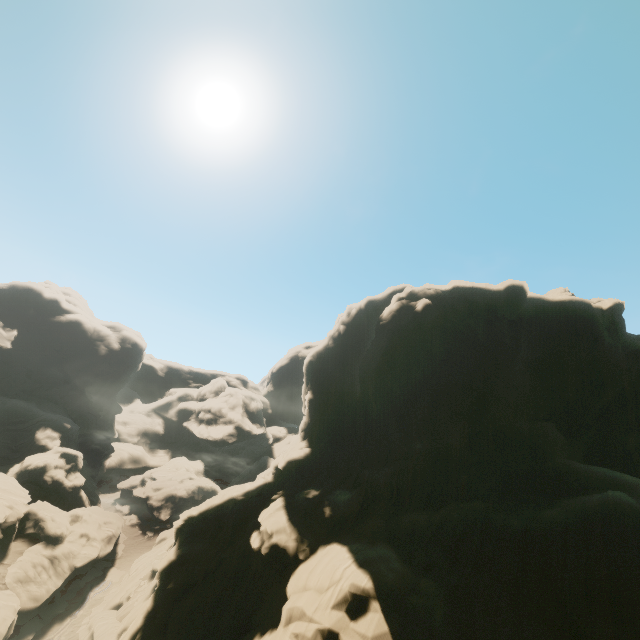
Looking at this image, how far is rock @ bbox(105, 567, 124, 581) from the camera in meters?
41.9

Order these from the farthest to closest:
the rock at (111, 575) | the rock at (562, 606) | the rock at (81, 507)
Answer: the rock at (111, 575), the rock at (81, 507), the rock at (562, 606)

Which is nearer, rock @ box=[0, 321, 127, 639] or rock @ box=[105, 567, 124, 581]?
rock @ box=[0, 321, 127, 639]

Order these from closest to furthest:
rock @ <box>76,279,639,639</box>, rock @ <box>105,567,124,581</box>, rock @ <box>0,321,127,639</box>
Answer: rock @ <box>76,279,639,639</box>, rock @ <box>0,321,127,639</box>, rock @ <box>105,567,124,581</box>

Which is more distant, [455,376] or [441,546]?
[455,376]

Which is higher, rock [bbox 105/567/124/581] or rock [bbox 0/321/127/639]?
rock [bbox 0/321/127/639]

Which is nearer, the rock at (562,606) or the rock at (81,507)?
the rock at (562,606)
